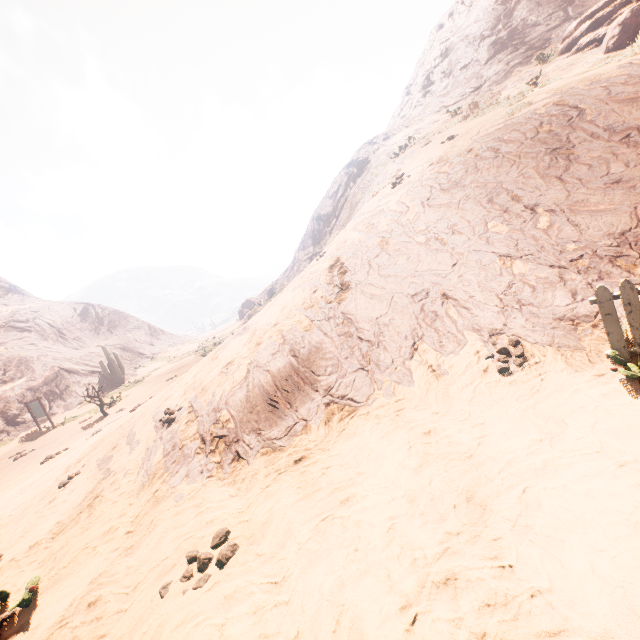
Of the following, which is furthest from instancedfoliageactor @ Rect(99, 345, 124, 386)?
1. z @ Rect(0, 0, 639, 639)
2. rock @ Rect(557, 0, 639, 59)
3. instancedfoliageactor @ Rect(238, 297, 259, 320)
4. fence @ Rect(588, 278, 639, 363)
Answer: fence @ Rect(588, 278, 639, 363)

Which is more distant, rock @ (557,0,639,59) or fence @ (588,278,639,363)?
rock @ (557,0,639,59)

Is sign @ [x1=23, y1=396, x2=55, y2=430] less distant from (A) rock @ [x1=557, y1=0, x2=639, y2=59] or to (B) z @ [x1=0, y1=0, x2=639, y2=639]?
(B) z @ [x1=0, y1=0, x2=639, y2=639]

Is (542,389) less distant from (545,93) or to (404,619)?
(404,619)

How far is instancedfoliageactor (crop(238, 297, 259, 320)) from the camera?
51.20m

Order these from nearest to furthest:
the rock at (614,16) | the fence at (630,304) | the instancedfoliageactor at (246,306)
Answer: the fence at (630,304), the rock at (614,16), the instancedfoliageactor at (246,306)

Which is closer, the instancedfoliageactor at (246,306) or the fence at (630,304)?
the fence at (630,304)

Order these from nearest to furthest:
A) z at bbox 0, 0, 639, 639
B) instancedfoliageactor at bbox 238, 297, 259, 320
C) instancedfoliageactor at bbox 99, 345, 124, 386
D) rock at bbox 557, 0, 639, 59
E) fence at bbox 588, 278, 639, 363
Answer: z at bbox 0, 0, 639, 639
fence at bbox 588, 278, 639, 363
rock at bbox 557, 0, 639, 59
instancedfoliageactor at bbox 99, 345, 124, 386
instancedfoliageactor at bbox 238, 297, 259, 320
